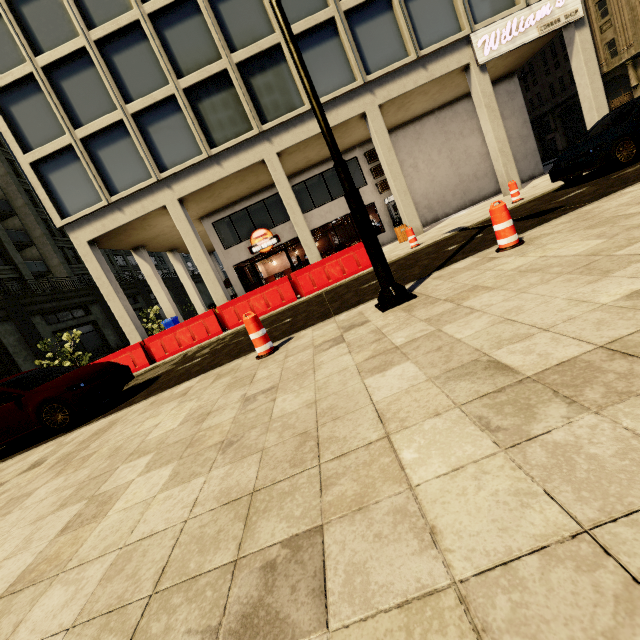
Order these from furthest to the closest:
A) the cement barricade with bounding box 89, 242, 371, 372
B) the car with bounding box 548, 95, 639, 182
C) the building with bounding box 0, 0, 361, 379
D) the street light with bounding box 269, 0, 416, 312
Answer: the building with bounding box 0, 0, 361, 379 → the cement barricade with bounding box 89, 242, 371, 372 → the car with bounding box 548, 95, 639, 182 → the street light with bounding box 269, 0, 416, 312

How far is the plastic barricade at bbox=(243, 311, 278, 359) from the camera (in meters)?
4.85

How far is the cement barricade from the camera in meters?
10.7 m

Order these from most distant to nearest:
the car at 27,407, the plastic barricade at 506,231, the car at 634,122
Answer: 1. the car at 634,122
2. the car at 27,407
3. the plastic barricade at 506,231

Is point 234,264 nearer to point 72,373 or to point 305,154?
point 305,154

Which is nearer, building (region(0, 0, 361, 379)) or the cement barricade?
the cement barricade

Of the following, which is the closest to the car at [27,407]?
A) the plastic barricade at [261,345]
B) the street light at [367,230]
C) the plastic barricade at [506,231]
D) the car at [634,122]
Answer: the plastic barricade at [261,345]

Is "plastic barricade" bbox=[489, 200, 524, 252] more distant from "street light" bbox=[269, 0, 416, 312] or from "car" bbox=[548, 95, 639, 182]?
"car" bbox=[548, 95, 639, 182]
